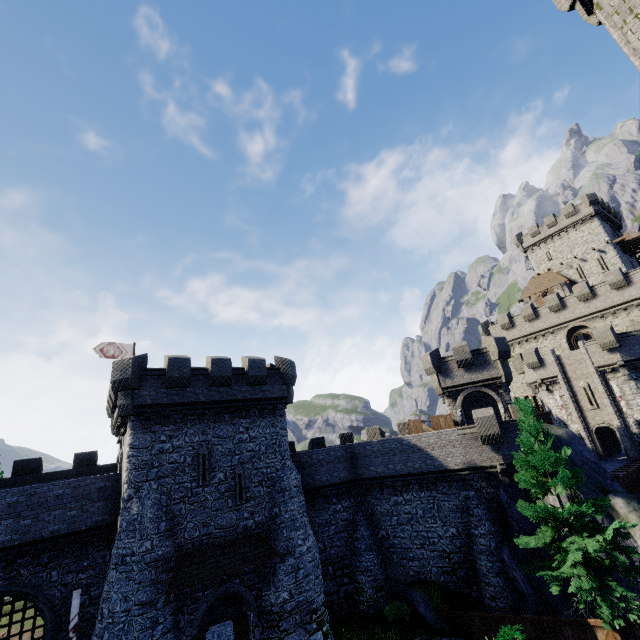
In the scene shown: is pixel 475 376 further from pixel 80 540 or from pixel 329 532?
pixel 80 540

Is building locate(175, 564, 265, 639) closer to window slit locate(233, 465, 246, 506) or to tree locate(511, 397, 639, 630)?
window slit locate(233, 465, 246, 506)

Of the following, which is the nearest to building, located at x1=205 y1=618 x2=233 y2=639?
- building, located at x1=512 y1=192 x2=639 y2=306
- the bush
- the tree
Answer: the bush

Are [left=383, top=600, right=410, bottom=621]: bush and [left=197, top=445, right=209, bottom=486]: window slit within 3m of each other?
no

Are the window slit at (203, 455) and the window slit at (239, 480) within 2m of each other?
yes

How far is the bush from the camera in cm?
2003

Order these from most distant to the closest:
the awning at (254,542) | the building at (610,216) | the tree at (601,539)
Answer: the building at (610,216), the awning at (254,542), the tree at (601,539)

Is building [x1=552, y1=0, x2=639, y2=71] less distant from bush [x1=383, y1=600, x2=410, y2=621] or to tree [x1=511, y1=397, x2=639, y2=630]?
tree [x1=511, y1=397, x2=639, y2=630]
